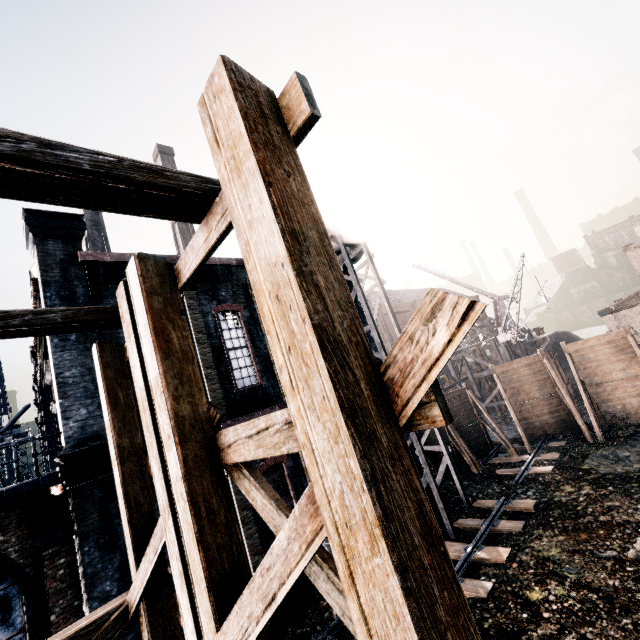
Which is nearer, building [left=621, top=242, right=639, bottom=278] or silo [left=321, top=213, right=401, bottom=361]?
silo [left=321, top=213, right=401, bottom=361]

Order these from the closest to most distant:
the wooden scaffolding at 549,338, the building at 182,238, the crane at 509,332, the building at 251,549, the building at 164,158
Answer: the building at 251,549 → the building at 182,238 → the crane at 509,332 → the wooden scaffolding at 549,338 → the building at 164,158

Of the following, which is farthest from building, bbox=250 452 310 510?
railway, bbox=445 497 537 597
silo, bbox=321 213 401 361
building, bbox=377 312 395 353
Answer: Result: building, bbox=377 312 395 353

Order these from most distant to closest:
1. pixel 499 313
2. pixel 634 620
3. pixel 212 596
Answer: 1. pixel 499 313
2. pixel 634 620
3. pixel 212 596

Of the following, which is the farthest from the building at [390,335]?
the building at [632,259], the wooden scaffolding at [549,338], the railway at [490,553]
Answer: the railway at [490,553]

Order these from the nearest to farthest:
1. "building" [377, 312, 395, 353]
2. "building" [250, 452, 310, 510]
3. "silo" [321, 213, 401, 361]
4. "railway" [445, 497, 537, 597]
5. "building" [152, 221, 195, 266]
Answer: "railway" [445, 497, 537, 597], "building" [250, 452, 310, 510], "building" [152, 221, 195, 266], "silo" [321, 213, 401, 361], "building" [377, 312, 395, 353]

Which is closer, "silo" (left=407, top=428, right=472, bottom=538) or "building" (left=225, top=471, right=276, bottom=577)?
"building" (left=225, top=471, right=276, bottom=577)

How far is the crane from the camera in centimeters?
2855cm
